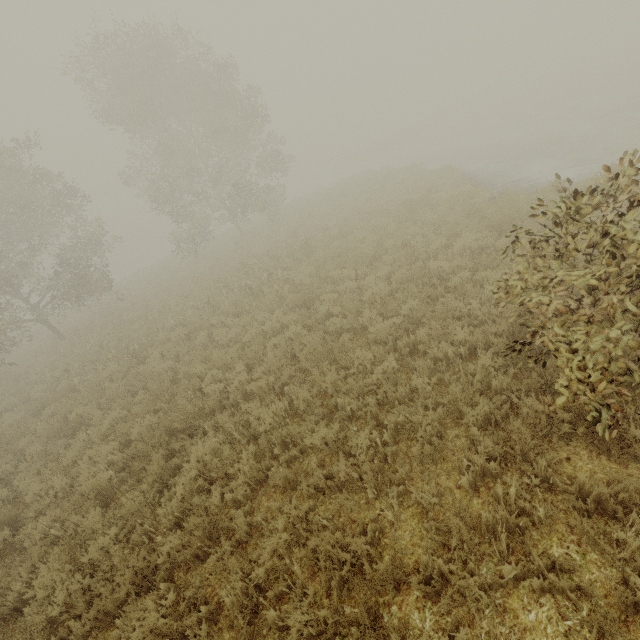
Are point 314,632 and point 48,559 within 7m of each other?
yes
